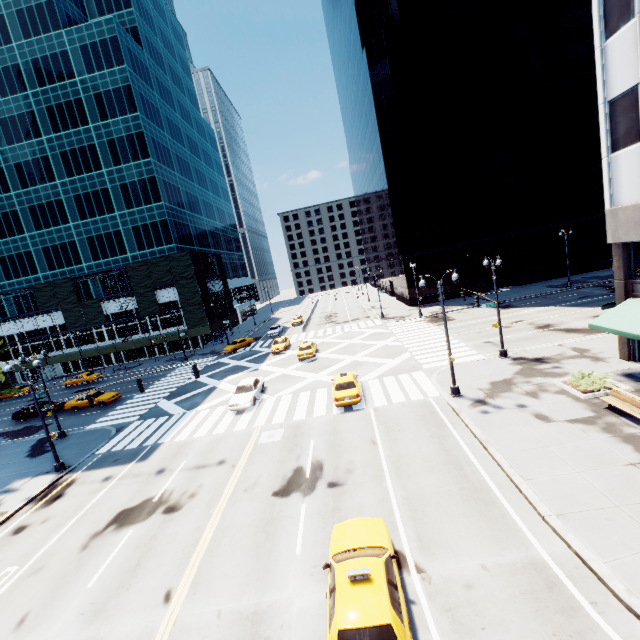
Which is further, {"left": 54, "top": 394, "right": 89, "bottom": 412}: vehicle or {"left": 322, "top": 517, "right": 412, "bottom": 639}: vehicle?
{"left": 54, "top": 394, "right": 89, "bottom": 412}: vehicle

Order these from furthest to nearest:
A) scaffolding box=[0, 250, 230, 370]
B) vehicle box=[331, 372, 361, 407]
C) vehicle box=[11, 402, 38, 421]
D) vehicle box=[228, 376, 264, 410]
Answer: scaffolding box=[0, 250, 230, 370] → vehicle box=[11, 402, 38, 421] → vehicle box=[228, 376, 264, 410] → vehicle box=[331, 372, 361, 407]

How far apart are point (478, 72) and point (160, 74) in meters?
55.1

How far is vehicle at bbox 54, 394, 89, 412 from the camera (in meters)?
32.84

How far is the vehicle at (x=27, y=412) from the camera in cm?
3328

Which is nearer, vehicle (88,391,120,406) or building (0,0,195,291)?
vehicle (88,391,120,406)

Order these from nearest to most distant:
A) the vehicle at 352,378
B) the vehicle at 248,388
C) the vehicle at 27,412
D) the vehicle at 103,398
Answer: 1. the vehicle at 352,378
2. the vehicle at 248,388
3. the vehicle at 103,398
4. the vehicle at 27,412

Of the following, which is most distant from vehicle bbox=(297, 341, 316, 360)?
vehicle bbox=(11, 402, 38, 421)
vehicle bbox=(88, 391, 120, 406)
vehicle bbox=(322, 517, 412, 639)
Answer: vehicle bbox=(11, 402, 38, 421)
